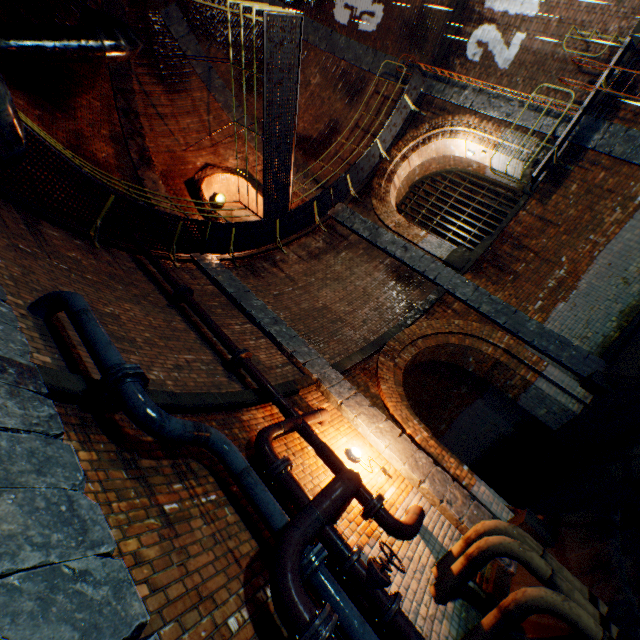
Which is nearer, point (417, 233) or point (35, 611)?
point (35, 611)

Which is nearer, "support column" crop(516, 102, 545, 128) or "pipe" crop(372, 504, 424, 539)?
"pipe" crop(372, 504, 424, 539)

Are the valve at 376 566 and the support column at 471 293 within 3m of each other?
no

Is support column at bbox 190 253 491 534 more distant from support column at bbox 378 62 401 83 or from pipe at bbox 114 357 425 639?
support column at bbox 378 62 401 83

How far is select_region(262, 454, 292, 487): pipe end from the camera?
3.6m

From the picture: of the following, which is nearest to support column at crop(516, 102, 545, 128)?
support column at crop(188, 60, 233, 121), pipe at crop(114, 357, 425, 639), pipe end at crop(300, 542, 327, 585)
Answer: support column at crop(188, 60, 233, 121)

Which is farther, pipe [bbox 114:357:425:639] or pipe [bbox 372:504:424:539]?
pipe [bbox 372:504:424:539]

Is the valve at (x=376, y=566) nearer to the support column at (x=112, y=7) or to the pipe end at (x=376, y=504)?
the pipe end at (x=376, y=504)
